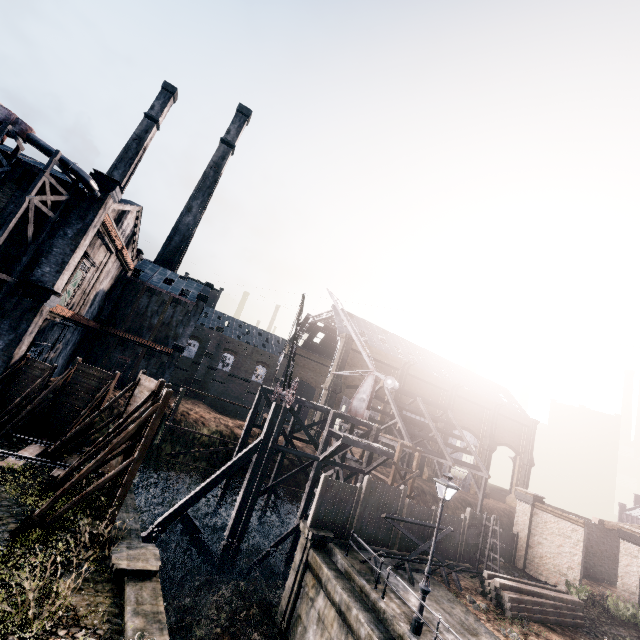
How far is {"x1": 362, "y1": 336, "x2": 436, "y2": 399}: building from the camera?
55.7m

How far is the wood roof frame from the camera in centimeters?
3725cm

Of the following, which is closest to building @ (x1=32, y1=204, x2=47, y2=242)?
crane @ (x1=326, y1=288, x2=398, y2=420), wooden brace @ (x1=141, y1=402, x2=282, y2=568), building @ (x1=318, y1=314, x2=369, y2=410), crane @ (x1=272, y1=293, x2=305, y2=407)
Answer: wooden brace @ (x1=141, y1=402, x2=282, y2=568)

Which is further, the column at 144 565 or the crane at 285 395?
the crane at 285 395

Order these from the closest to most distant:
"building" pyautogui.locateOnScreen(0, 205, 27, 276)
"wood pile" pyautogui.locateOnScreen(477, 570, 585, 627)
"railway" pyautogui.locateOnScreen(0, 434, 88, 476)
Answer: "railway" pyautogui.locateOnScreen(0, 434, 88, 476)
"wood pile" pyautogui.locateOnScreen(477, 570, 585, 627)
"building" pyautogui.locateOnScreen(0, 205, 27, 276)

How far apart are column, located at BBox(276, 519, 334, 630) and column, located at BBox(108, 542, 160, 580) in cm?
823

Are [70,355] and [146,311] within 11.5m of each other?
yes

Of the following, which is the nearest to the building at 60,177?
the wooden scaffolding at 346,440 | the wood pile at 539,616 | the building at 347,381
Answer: the wooden scaffolding at 346,440
